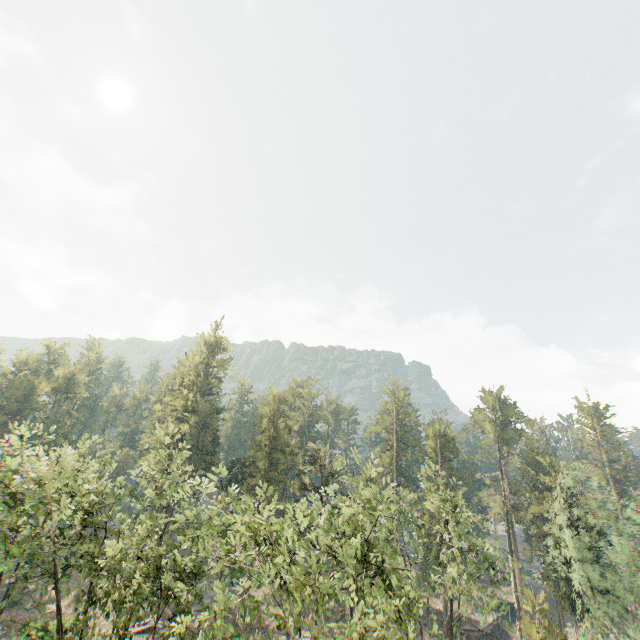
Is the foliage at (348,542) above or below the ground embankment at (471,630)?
above

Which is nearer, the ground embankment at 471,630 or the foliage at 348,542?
the foliage at 348,542

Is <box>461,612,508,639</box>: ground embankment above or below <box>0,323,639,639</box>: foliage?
below

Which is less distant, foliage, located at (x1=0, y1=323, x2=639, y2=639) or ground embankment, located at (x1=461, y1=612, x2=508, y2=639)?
foliage, located at (x1=0, y1=323, x2=639, y2=639)

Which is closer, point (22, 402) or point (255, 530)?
point (255, 530)
